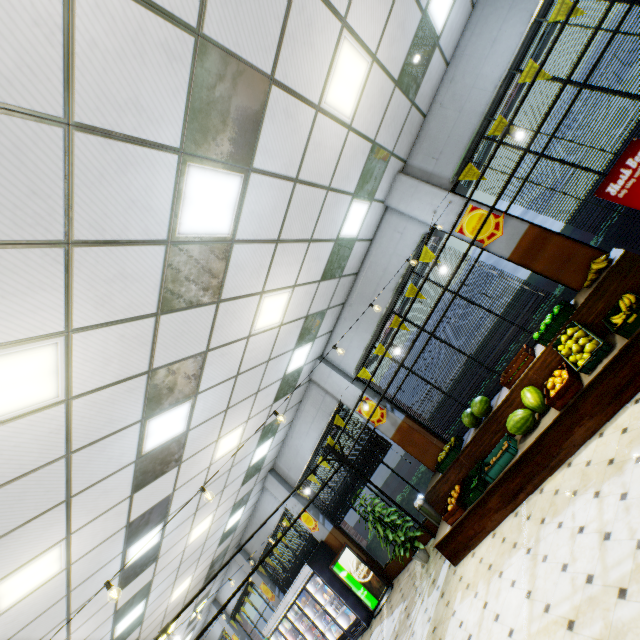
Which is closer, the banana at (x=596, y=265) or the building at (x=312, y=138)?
the building at (x=312, y=138)

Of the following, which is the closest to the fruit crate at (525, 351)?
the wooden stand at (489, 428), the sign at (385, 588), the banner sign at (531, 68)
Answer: the wooden stand at (489, 428)

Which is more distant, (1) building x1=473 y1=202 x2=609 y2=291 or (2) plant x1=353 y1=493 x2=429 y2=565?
(2) plant x1=353 y1=493 x2=429 y2=565

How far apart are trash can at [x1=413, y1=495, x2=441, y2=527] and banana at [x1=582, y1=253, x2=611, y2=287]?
5.8m

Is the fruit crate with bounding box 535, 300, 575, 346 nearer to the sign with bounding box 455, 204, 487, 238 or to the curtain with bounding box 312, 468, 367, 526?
the sign with bounding box 455, 204, 487, 238

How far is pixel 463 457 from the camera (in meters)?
6.50

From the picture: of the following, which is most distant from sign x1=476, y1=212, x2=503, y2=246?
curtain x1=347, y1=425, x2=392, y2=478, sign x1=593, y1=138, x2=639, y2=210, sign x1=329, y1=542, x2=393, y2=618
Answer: sign x1=329, y1=542, x2=393, y2=618

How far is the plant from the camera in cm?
771
